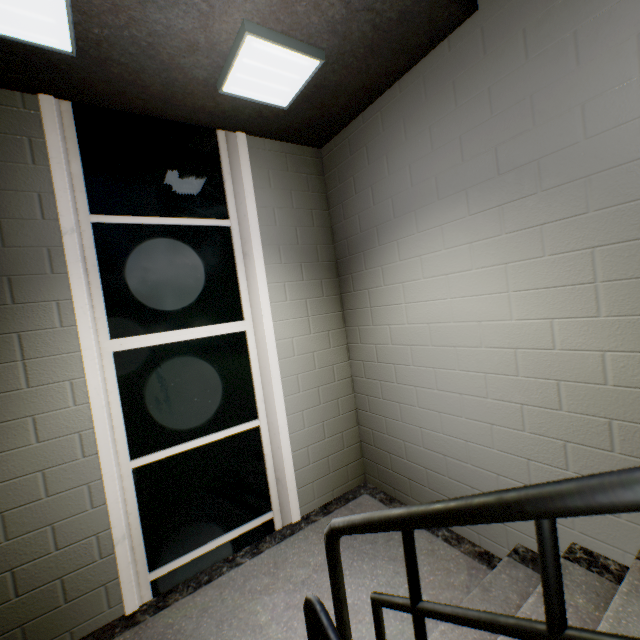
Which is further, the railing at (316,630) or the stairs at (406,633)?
A: the stairs at (406,633)

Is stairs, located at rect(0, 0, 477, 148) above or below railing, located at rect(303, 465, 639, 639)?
above

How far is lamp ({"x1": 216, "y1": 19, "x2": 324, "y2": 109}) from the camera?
1.75m

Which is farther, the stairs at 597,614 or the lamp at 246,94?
the lamp at 246,94

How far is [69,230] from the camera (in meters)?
2.01

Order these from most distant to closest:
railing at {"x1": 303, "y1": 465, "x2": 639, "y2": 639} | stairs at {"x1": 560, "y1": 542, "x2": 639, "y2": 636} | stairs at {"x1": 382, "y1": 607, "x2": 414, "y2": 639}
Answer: stairs at {"x1": 382, "y1": 607, "x2": 414, "y2": 639} < stairs at {"x1": 560, "y1": 542, "x2": 639, "y2": 636} < railing at {"x1": 303, "y1": 465, "x2": 639, "y2": 639}

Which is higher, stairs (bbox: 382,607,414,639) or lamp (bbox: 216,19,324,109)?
lamp (bbox: 216,19,324,109)

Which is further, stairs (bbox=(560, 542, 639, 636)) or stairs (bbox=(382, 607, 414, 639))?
stairs (bbox=(382, 607, 414, 639))
